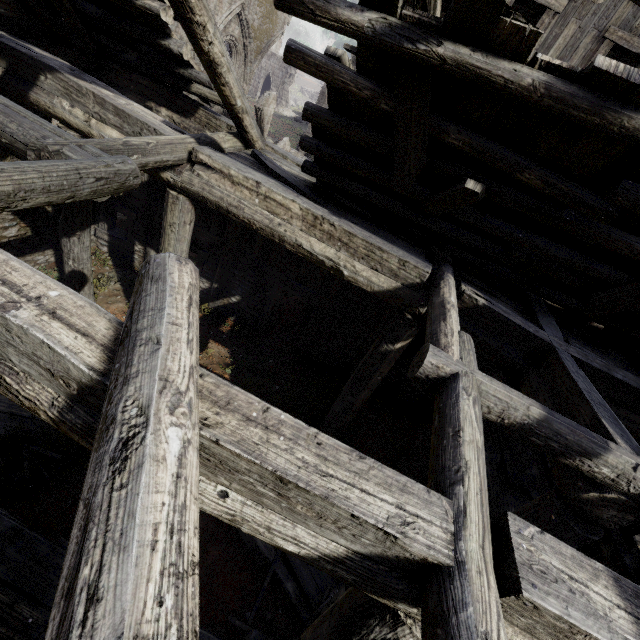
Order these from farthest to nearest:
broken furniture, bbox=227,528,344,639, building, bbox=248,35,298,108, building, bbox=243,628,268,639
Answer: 1. building, bbox=248,35,298,108
2. broken furniture, bbox=227,528,344,639
3. building, bbox=243,628,268,639

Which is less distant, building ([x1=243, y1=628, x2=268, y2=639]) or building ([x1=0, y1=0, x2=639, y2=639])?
building ([x1=0, y1=0, x2=639, y2=639])

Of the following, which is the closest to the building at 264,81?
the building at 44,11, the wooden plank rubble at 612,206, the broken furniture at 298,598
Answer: the building at 44,11

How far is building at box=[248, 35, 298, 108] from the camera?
43.3m

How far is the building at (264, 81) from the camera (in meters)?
43.31

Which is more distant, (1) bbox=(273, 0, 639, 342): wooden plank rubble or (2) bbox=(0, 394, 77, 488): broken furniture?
(2) bbox=(0, 394, 77, 488): broken furniture

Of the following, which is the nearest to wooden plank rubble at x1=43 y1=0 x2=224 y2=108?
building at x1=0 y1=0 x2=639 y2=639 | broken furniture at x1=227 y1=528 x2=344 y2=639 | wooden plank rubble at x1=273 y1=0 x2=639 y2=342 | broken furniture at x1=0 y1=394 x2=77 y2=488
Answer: building at x1=0 y1=0 x2=639 y2=639

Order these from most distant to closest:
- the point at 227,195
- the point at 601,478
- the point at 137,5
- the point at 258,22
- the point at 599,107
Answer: the point at 258,22
the point at 227,195
the point at 137,5
the point at 601,478
the point at 599,107
